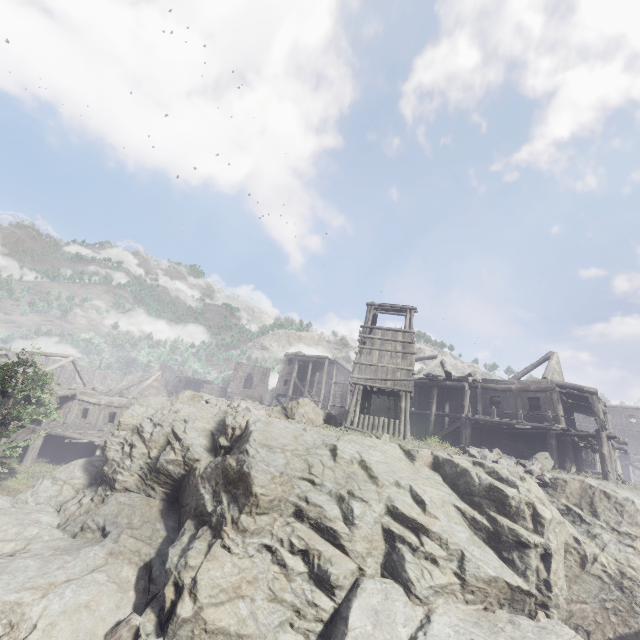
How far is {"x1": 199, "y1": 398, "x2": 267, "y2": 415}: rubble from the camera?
15.91m

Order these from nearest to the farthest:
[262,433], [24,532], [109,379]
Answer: [24,532], [262,433], [109,379]

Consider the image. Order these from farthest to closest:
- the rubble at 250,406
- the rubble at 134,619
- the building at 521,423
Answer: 1. the building at 521,423
2. the rubble at 250,406
3. the rubble at 134,619

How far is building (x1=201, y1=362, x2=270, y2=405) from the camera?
53.41m

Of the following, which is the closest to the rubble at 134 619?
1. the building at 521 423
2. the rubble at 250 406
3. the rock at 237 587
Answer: the rock at 237 587

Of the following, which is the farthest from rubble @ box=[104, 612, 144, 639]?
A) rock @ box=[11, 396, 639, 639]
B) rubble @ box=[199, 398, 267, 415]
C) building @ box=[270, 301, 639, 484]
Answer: rubble @ box=[199, 398, 267, 415]

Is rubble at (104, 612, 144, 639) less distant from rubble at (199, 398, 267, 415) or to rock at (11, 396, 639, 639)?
rock at (11, 396, 639, 639)
